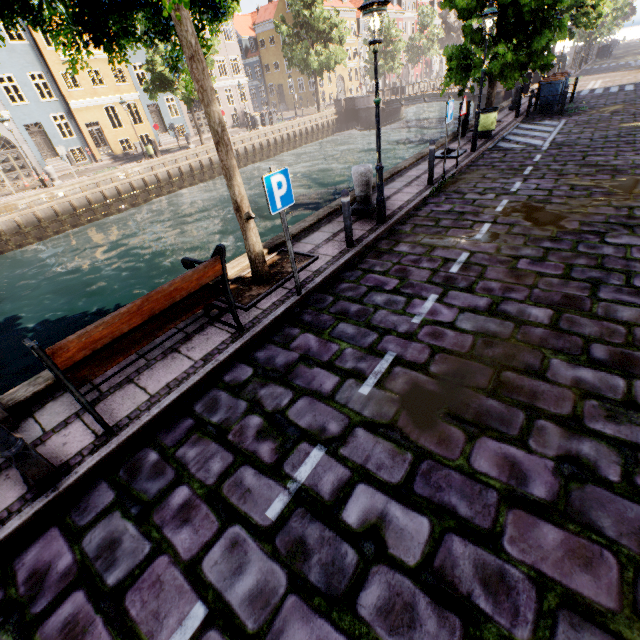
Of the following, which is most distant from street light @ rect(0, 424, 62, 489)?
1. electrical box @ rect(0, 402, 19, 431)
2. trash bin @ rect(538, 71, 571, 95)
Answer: trash bin @ rect(538, 71, 571, 95)

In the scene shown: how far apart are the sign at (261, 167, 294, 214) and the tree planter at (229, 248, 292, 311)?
1.5 meters

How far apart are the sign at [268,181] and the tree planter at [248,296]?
1.51m

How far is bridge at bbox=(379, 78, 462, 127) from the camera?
31.7m

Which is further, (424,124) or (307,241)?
(424,124)

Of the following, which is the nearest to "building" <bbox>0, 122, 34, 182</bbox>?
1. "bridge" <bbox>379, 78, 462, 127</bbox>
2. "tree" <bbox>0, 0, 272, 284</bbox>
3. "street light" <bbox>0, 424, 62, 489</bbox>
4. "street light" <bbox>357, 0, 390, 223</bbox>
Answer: "tree" <bbox>0, 0, 272, 284</bbox>

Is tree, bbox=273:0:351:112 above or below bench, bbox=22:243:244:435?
above

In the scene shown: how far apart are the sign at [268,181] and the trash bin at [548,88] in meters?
18.1 m
